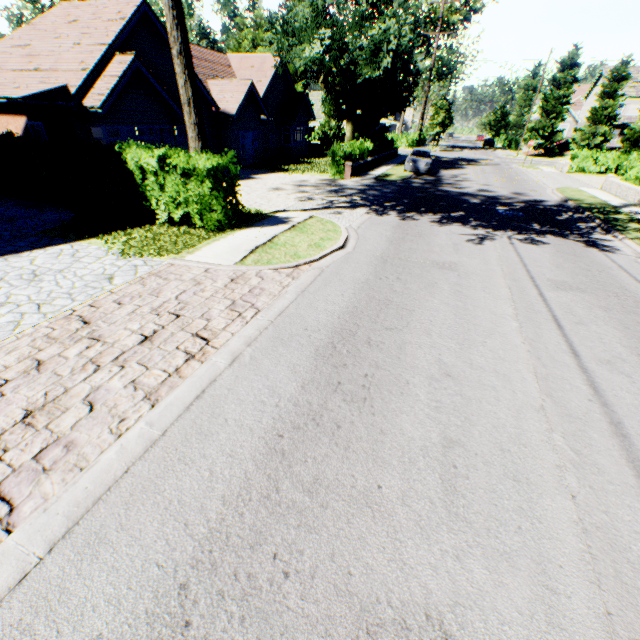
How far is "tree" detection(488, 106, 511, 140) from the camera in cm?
5499

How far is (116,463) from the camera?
3.4m

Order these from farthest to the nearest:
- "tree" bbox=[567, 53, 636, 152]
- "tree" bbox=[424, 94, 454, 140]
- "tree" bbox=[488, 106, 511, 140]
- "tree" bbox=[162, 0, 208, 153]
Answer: "tree" bbox=[488, 106, 511, 140] < "tree" bbox=[424, 94, 454, 140] < "tree" bbox=[567, 53, 636, 152] < "tree" bbox=[162, 0, 208, 153]

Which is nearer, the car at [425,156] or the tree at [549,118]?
the car at [425,156]

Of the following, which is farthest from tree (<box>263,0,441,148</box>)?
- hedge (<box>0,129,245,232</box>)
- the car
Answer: the car

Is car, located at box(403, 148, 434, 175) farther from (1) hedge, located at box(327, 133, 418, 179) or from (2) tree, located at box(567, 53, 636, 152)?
(1) hedge, located at box(327, 133, 418, 179)

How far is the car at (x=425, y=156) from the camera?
23.4m
